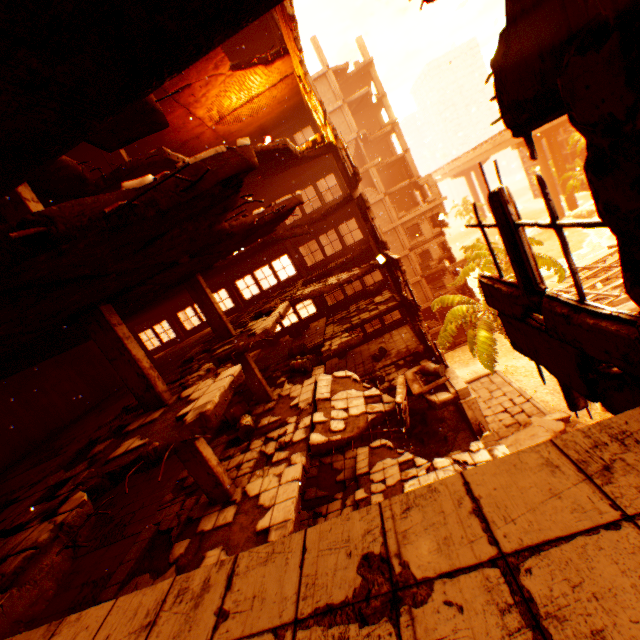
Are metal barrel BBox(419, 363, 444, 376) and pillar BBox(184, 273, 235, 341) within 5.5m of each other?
no

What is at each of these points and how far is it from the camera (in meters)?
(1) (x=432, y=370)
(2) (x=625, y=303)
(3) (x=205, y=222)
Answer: (1) metal barrel, 13.52
(2) rock pile, 26.48
(3) floor rubble, 4.84

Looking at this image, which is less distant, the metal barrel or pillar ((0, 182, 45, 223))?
pillar ((0, 182, 45, 223))

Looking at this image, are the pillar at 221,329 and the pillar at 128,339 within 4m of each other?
no

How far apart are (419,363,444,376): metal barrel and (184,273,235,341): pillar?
8.0m

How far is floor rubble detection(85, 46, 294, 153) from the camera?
5.67m

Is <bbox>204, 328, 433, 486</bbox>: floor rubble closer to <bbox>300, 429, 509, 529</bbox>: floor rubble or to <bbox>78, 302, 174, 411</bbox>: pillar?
<bbox>78, 302, 174, 411</bbox>: pillar

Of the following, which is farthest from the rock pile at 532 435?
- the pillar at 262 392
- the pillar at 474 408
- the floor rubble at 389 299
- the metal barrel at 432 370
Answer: the pillar at 262 392
